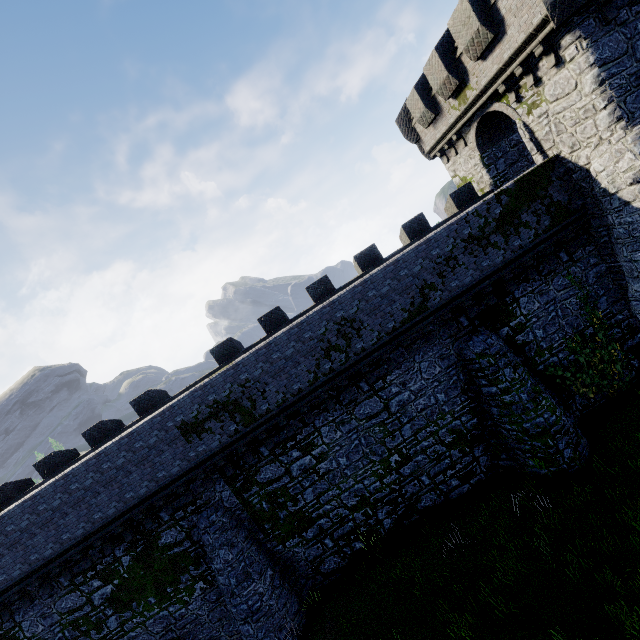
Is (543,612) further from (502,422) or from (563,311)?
(563,311)
